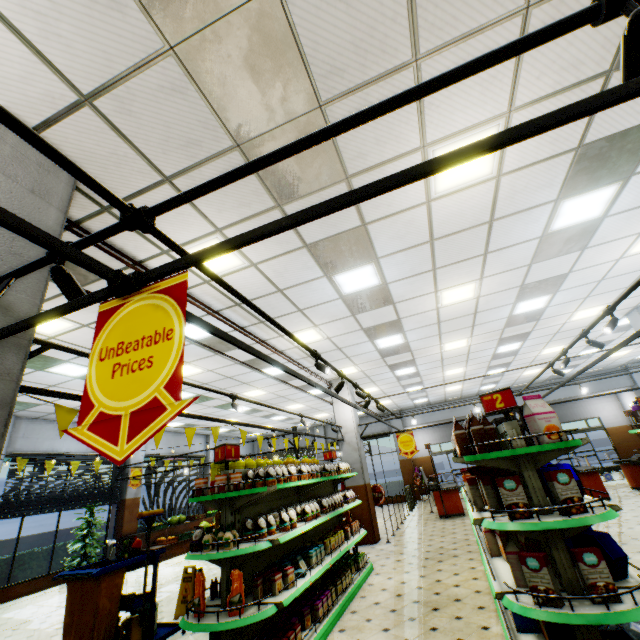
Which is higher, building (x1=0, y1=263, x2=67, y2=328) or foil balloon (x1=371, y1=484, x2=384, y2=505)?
building (x1=0, y1=263, x2=67, y2=328)

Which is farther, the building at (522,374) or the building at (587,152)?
the building at (522,374)

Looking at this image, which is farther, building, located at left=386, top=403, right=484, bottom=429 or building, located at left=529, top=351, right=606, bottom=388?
building, located at left=386, top=403, right=484, bottom=429

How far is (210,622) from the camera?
3.3m

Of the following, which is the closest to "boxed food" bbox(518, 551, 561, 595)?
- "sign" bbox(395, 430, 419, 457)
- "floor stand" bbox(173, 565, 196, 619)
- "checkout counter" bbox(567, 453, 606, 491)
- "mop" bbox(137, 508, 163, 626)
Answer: "mop" bbox(137, 508, 163, 626)

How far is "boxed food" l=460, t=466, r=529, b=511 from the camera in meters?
3.0

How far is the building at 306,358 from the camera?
5.2 meters
